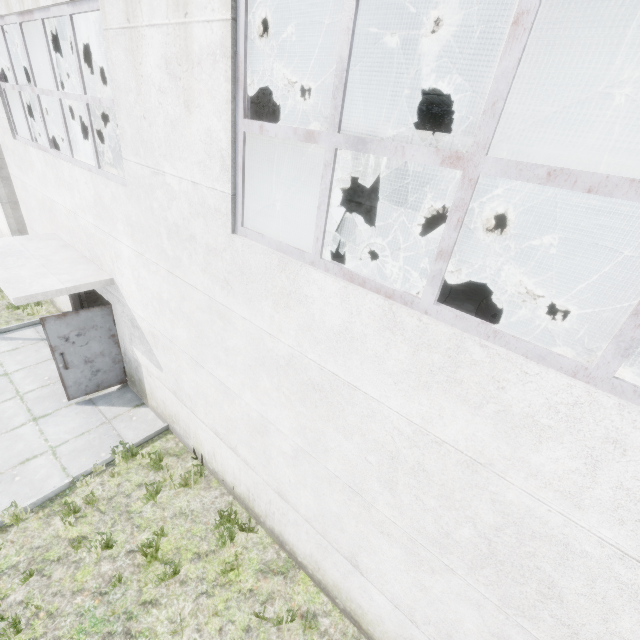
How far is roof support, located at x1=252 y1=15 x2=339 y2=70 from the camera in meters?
10.0

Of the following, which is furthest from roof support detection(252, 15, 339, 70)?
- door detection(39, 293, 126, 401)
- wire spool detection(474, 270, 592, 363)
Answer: wire spool detection(474, 270, 592, 363)

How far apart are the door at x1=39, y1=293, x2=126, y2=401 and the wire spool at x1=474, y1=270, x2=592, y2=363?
11.4m

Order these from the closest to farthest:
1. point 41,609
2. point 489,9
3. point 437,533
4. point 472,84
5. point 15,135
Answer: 1. point 437,533
2. point 41,609
3. point 489,9
4. point 15,135
5. point 472,84

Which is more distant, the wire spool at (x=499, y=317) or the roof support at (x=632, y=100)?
the wire spool at (x=499, y=317)

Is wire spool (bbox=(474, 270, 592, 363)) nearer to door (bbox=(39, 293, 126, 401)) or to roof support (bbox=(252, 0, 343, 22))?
roof support (bbox=(252, 0, 343, 22))

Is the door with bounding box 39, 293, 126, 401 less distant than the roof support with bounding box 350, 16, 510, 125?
Yes

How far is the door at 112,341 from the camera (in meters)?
6.41
